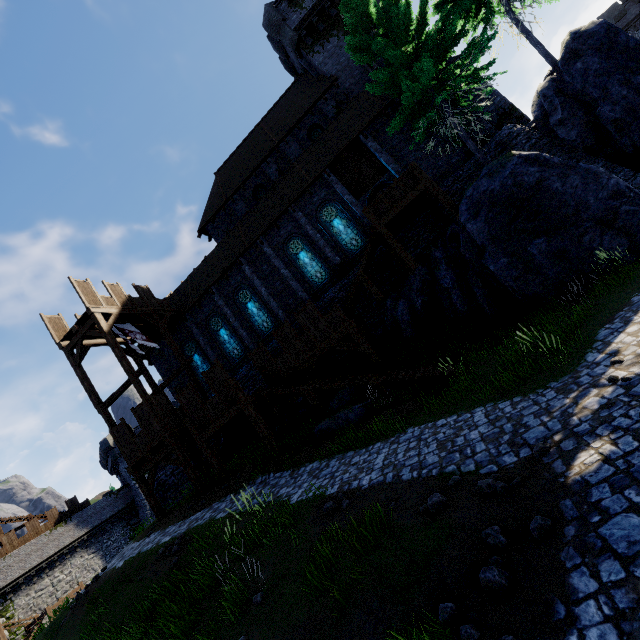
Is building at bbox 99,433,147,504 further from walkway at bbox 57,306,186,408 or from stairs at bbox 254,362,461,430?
stairs at bbox 254,362,461,430

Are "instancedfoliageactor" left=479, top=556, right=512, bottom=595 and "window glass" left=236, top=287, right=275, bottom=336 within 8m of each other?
no

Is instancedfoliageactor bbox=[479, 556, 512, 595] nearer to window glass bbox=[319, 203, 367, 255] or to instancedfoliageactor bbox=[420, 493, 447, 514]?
instancedfoliageactor bbox=[420, 493, 447, 514]

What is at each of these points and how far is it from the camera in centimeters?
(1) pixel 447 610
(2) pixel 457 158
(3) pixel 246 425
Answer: (1) instancedfoliageactor, 371cm
(2) building, 1781cm
(3) walkway, 1775cm

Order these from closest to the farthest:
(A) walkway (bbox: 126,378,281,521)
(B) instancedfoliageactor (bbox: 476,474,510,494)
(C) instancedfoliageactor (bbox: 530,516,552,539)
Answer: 1. (C) instancedfoliageactor (bbox: 530,516,552,539)
2. (B) instancedfoliageactor (bbox: 476,474,510,494)
3. (A) walkway (bbox: 126,378,281,521)

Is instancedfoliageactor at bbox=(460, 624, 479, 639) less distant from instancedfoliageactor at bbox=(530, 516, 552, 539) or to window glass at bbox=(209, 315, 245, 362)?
instancedfoliageactor at bbox=(530, 516, 552, 539)

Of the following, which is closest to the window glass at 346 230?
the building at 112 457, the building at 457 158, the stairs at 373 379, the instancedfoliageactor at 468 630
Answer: the building at 457 158

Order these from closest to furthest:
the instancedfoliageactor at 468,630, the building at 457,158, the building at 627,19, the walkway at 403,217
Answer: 1. the instancedfoliageactor at 468,630
2. the walkway at 403,217
3. the building at 457,158
4. the building at 627,19
